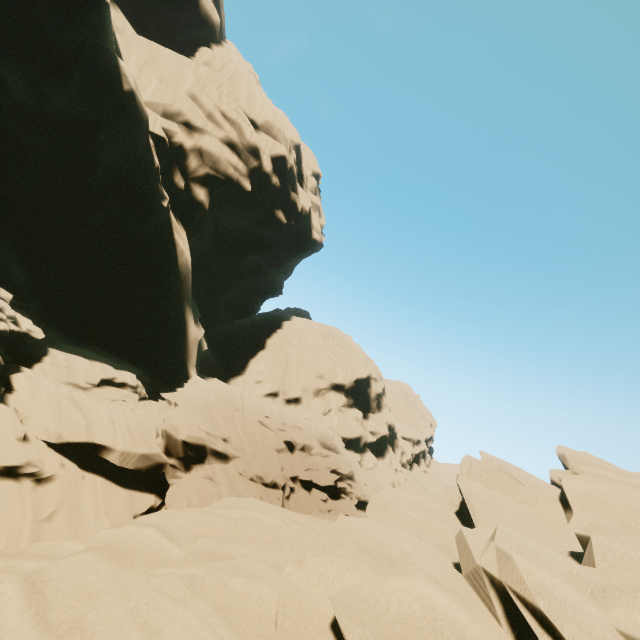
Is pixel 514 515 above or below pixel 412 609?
above
